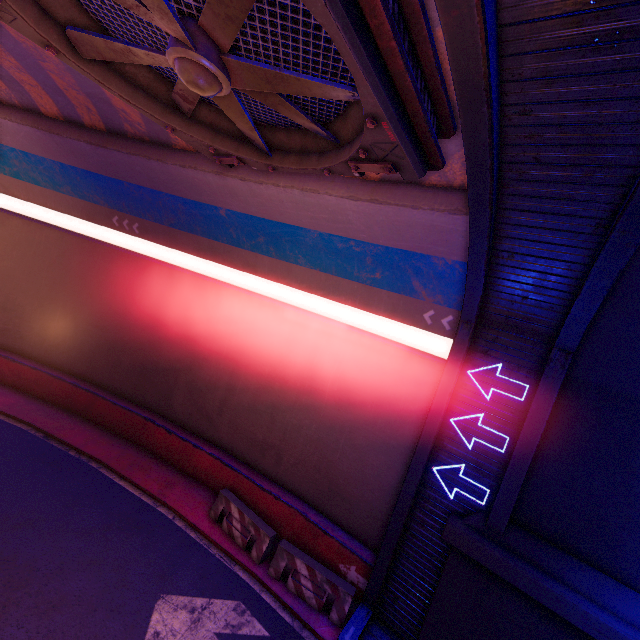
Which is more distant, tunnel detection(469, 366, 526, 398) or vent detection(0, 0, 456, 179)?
tunnel detection(469, 366, 526, 398)

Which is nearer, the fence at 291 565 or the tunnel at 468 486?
the tunnel at 468 486

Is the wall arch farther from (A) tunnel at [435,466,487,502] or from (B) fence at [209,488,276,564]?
(B) fence at [209,488,276,564]

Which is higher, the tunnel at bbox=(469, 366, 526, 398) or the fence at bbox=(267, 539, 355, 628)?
the tunnel at bbox=(469, 366, 526, 398)

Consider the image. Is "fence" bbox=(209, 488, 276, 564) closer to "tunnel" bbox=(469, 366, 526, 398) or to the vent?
"tunnel" bbox=(469, 366, 526, 398)

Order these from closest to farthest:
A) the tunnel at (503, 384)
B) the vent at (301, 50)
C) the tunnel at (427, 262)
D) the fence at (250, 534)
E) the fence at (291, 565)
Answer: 1. the vent at (301, 50)
2. the tunnel at (427, 262)
3. the tunnel at (503, 384)
4. the fence at (291, 565)
5. the fence at (250, 534)

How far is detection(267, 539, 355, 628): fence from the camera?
8.8 meters

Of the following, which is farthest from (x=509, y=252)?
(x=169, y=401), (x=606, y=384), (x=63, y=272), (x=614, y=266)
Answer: (x=63, y=272)
